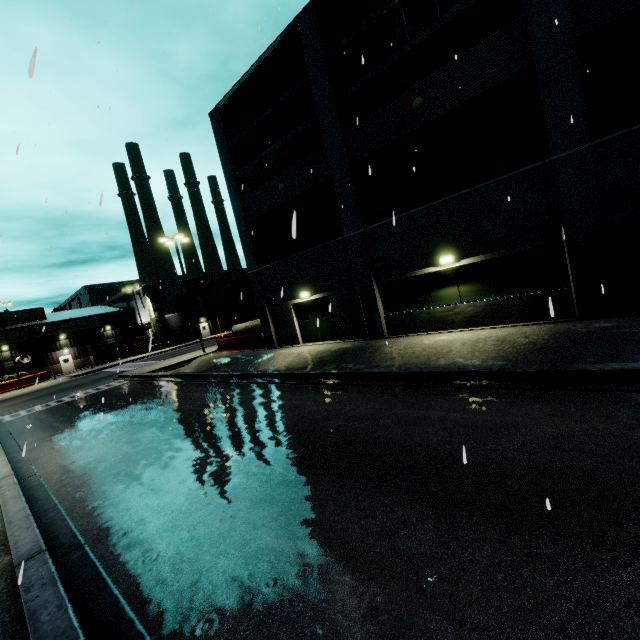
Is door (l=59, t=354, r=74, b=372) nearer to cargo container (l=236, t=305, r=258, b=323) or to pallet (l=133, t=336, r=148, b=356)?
pallet (l=133, t=336, r=148, b=356)

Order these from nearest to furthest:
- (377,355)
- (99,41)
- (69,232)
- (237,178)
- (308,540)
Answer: A: (308,540) → (99,41) → (69,232) → (377,355) → (237,178)

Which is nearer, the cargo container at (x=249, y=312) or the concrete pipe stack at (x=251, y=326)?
the concrete pipe stack at (x=251, y=326)

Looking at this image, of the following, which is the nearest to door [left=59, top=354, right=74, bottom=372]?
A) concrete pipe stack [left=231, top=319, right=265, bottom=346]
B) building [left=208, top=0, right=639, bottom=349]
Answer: building [left=208, top=0, right=639, bottom=349]

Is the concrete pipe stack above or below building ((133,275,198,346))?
below

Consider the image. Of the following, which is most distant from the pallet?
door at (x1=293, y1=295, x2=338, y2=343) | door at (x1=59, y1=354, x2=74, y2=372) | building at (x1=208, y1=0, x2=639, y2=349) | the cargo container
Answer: door at (x1=293, y1=295, x2=338, y2=343)

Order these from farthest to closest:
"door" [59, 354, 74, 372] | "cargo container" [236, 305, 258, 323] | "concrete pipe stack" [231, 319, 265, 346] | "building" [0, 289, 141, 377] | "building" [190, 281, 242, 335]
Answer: "building" [190, 281, 242, 335], "cargo container" [236, 305, 258, 323], "door" [59, 354, 74, 372], "building" [0, 289, 141, 377], "concrete pipe stack" [231, 319, 265, 346]

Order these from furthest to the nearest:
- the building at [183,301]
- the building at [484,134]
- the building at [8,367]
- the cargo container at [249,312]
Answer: the cargo container at [249,312] < the building at [183,301] < the building at [8,367] < the building at [484,134]
